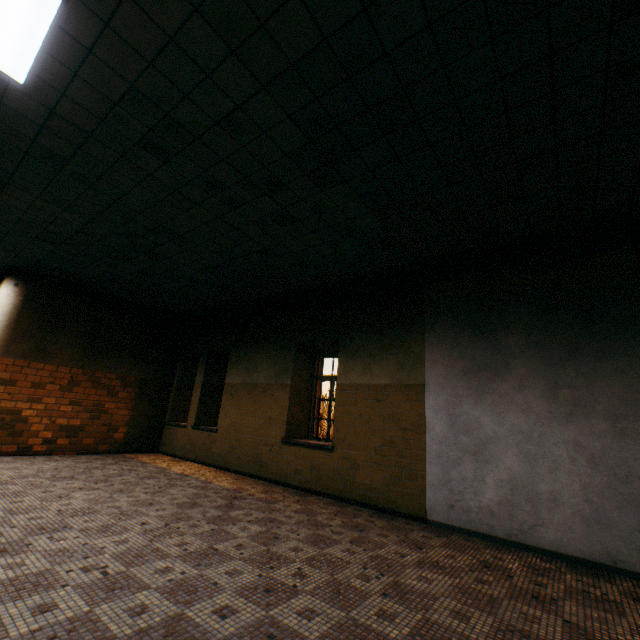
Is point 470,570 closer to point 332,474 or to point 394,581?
point 394,581
